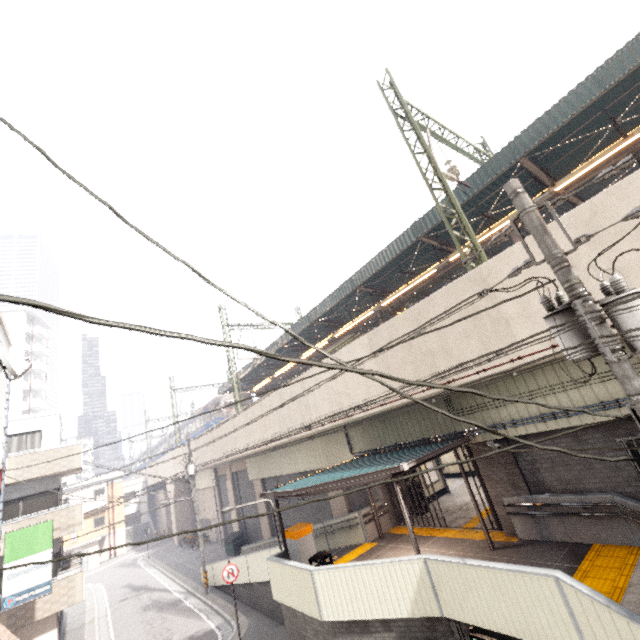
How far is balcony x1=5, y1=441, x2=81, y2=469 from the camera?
15.88m

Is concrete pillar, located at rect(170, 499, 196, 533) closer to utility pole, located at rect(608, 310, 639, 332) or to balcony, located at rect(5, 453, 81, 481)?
balcony, located at rect(5, 453, 81, 481)

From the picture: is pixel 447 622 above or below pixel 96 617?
above

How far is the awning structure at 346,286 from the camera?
15.9 meters

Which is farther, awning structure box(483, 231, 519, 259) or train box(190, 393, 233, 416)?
train box(190, 393, 233, 416)

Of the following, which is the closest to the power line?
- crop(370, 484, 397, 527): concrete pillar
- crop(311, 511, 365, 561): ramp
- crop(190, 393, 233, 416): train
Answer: crop(370, 484, 397, 527): concrete pillar

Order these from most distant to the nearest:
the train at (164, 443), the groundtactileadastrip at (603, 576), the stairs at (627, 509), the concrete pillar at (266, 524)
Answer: the train at (164, 443)
the concrete pillar at (266, 524)
the stairs at (627, 509)
the groundtactileadastrip at (603, 576)

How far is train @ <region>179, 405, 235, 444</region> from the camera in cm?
2914
